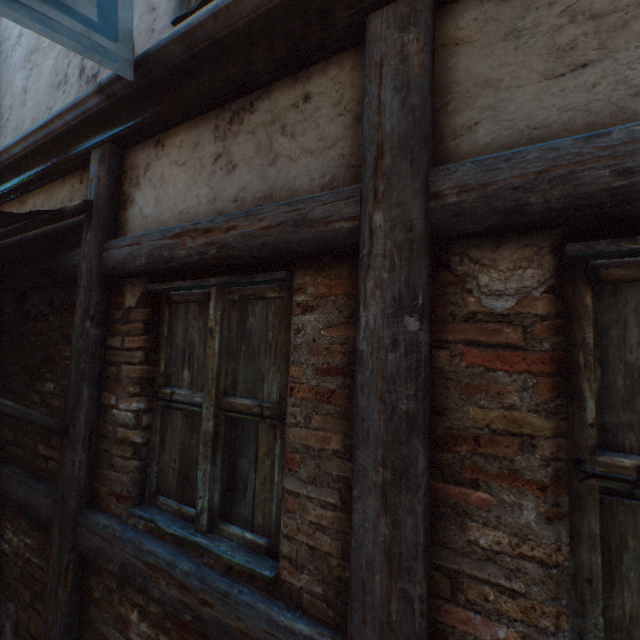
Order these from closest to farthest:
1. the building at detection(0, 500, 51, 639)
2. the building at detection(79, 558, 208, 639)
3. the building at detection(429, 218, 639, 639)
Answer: the building at detection(429, 218, 639, 639) → the building at detection(79, 558, 208, 639) → the building at detection(0, 500, 51, 639)

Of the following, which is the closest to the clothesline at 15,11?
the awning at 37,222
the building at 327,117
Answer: the building at 327,117

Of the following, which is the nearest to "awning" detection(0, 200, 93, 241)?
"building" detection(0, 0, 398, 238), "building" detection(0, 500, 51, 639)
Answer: "building" detection(0, 0, 398, 238)

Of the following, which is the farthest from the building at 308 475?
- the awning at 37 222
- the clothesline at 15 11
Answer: the clothesline at 15 11

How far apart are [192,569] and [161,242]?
1.62m

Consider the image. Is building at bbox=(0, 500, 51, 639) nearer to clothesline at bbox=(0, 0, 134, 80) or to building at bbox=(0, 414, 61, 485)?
building at bbox=(0, 414, 61, 485)

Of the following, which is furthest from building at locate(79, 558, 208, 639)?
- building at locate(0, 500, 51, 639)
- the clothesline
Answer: the clothesline

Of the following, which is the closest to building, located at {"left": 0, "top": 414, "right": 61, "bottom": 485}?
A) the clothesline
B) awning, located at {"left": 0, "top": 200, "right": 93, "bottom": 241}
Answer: awning, located at {"left": 0, "top": 200, "right": 93, "bottom": 241}
